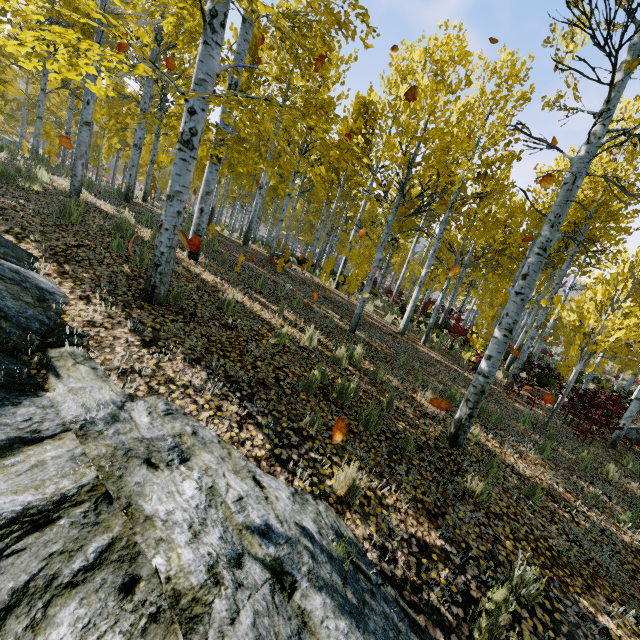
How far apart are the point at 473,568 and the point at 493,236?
17.7 meters

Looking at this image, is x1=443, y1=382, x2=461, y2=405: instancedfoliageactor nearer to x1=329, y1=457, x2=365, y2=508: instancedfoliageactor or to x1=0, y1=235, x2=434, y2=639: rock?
x1=0, y1=235, x2=434, y2=639: rock

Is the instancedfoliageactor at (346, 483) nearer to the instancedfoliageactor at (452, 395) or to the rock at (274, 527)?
the rock at (274, 527)

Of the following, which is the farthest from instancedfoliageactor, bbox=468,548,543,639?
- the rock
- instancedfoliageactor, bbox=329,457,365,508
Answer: instancedfoliageactor, bbox=329,457,365,508

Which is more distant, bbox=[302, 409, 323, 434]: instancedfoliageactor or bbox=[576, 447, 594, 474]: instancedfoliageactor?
bbox=[576, 447, 594, 474]: instancedfoliageactor

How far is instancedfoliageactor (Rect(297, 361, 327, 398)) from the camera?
4.30m

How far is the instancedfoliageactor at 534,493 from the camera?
4.61m
